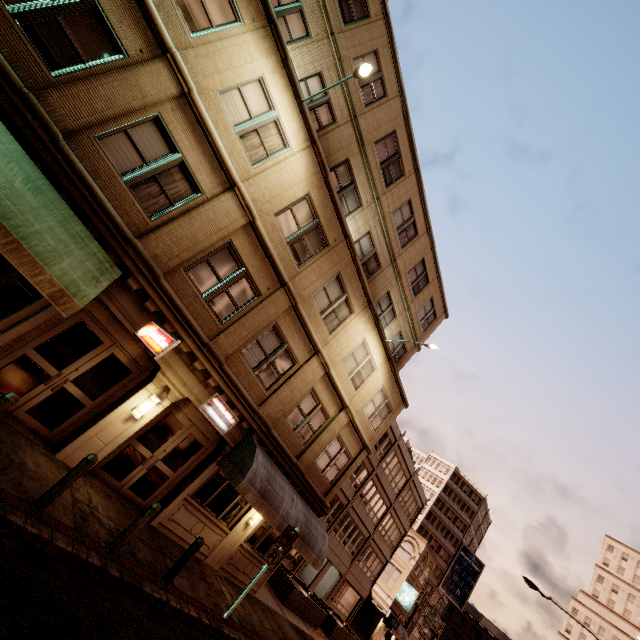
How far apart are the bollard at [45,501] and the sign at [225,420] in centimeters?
382cm

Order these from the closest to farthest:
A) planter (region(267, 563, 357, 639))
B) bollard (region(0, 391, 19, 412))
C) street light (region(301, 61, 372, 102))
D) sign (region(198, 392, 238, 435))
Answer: bollard (region(0, 391, 19, 412))
street light (region(301, 61, 372, 102))
sign (region(198, 392, 238, 435))
planter (region(267, 563, 357, 639))

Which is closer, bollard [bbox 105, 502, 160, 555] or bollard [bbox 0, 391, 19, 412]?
bollard [bbox 0, 391, 19, 412]

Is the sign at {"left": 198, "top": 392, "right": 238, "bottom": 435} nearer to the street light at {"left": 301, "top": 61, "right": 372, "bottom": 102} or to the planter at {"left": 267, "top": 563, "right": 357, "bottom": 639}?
the street light at {"left": 301, "top": 61, "right": 372, "bottom": 102}

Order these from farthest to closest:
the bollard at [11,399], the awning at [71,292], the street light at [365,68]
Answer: the street light at [365,68], the awning at [71,292], the bollard at [11,399]

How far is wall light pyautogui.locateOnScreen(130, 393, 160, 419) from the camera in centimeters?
920cm

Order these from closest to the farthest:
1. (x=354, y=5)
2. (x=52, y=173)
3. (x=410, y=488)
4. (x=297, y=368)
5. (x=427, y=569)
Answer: (x=52, y=173) < (x=354, y=5) < (x=297, y=368) < (x=410, y=488) < (x=427, y=569)

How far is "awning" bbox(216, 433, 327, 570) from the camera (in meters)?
10.73
